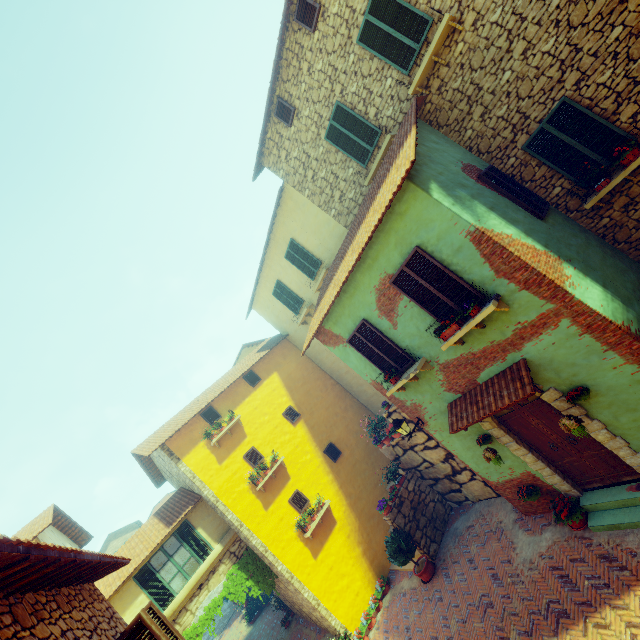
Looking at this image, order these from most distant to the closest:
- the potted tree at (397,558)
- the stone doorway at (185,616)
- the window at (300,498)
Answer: the window at (300,498)
the stone doorway at (185,616)
the potted tree at (397,558)

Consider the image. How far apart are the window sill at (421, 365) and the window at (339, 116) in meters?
5.9 m

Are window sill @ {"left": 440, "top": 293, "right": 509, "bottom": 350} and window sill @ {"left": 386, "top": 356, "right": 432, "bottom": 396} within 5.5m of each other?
yes

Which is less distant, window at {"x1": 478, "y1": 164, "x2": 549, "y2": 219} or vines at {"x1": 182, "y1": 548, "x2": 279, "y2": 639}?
window at {"x1": 478, "y1": 164, "x2": 549, "y2": 219}

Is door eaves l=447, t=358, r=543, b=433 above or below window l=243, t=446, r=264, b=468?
below

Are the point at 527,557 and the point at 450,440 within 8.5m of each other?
yes

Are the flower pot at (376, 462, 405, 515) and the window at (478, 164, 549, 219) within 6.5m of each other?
no

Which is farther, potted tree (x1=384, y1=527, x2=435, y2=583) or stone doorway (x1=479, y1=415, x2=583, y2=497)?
potted tree (x1=384, y1=527, x2=435, y2=583)
